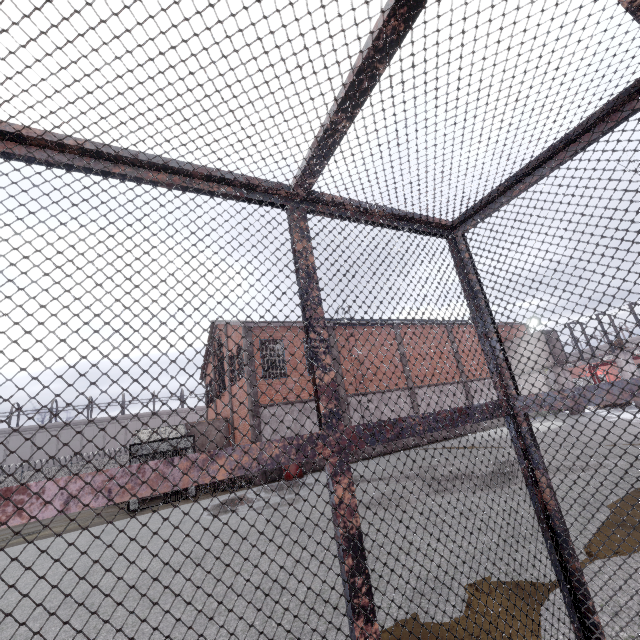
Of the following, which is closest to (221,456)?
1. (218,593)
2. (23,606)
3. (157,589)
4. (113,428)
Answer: (218,593)
